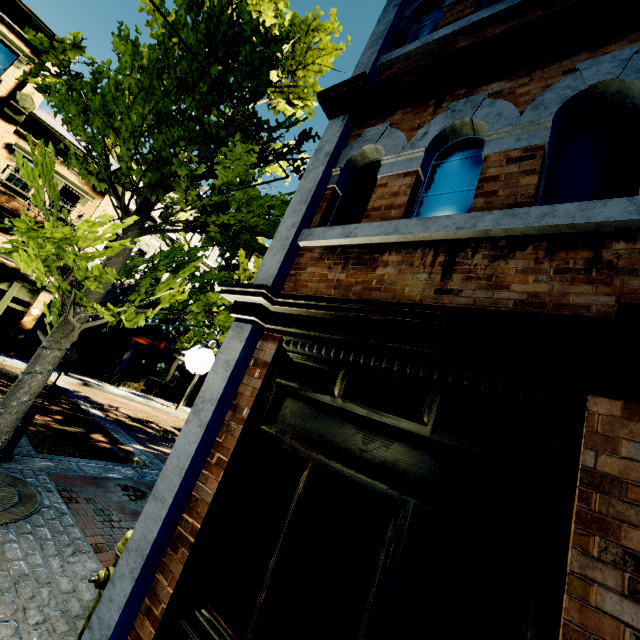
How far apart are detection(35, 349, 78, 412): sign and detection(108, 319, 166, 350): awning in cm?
1193

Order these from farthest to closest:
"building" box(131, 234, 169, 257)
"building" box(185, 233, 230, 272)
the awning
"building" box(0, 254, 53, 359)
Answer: "building" box(185, 233, 230, 272) → "building" box(131, 234, 169, 257) → the awning → "building" box(0, 254, 53, 359)

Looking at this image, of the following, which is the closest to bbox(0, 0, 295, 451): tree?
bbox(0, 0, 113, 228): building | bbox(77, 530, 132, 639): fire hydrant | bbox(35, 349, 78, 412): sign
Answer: bbox(0, 0, 113, 228): building

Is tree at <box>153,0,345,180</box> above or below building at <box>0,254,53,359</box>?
above

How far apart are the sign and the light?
4.4m

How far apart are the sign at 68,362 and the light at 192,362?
4.38m

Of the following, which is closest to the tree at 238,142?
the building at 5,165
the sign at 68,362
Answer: the building at 5,165

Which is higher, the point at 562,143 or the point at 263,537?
the point at 562,143
